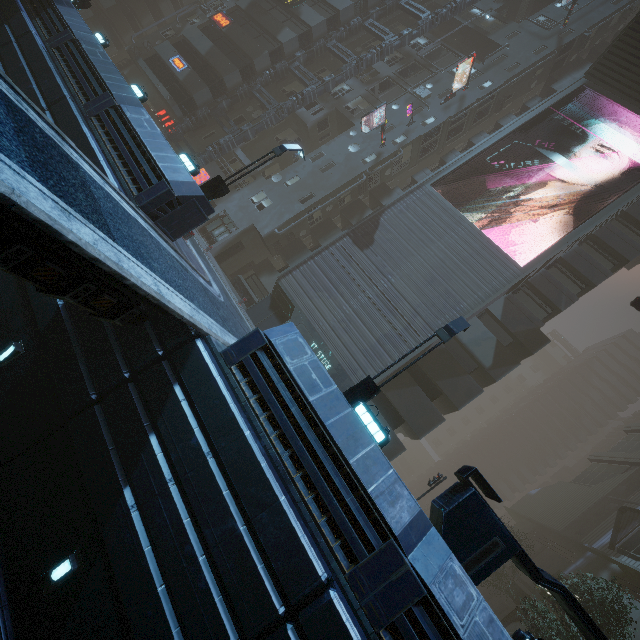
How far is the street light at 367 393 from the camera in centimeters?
962cm

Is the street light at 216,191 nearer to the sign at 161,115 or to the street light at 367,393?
the street light at 367,393

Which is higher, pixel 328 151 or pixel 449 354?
pixel 328 151

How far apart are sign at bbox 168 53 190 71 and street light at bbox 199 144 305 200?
21.66m

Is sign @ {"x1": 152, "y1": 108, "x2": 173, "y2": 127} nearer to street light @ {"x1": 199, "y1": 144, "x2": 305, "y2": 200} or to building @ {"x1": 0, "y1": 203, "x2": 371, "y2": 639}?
building @ {"x1": 0, "y1": 203, "x2": 371, "y2": 639}

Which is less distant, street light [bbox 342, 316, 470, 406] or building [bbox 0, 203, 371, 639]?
building [bbox 0, 203, 371, 639]

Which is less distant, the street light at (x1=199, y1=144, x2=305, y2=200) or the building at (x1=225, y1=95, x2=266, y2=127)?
the street light at (x1=199, y1=144, x2=305, y2=200)
